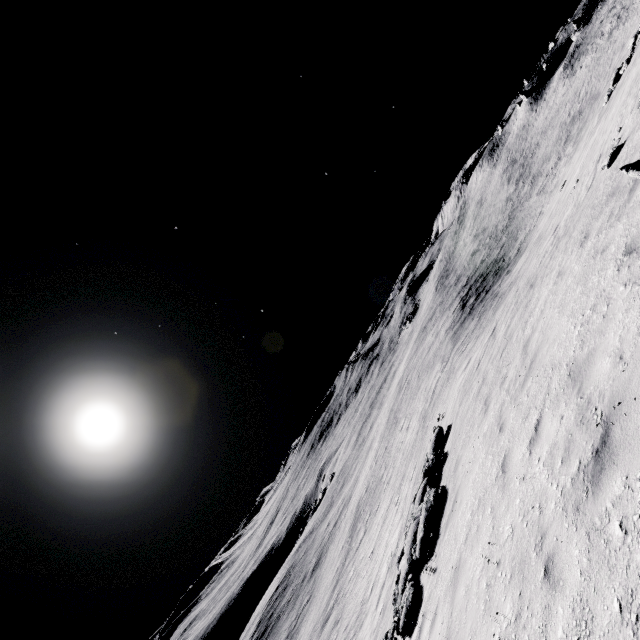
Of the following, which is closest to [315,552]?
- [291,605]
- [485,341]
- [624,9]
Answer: [291,605]

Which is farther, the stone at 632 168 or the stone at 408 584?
the stone at 408 584

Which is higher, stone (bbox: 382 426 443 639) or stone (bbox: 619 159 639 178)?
stone (bbox: 619 159 639 178)

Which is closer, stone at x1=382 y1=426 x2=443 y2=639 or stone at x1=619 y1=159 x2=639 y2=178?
stone at x1=619 y1=159 x2=639 y2=178

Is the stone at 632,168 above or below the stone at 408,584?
above
